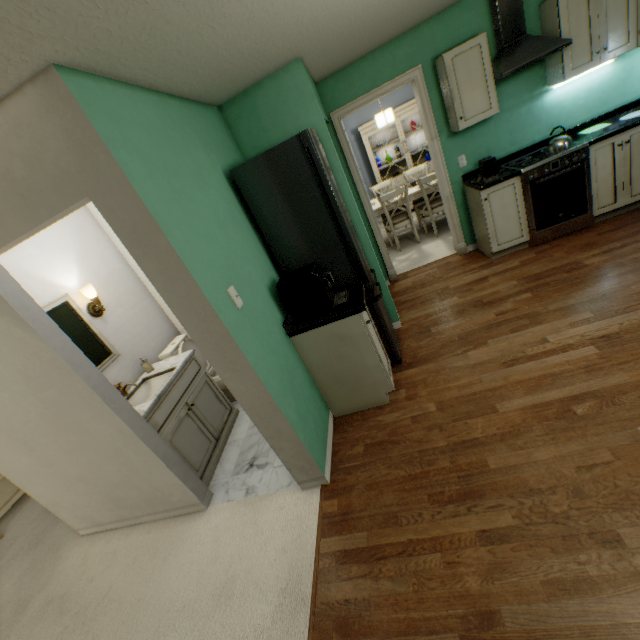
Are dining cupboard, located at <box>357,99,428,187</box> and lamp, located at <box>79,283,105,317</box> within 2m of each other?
no

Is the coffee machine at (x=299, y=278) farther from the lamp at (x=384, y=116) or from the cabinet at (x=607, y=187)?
the lamp at (x=384, y=116)

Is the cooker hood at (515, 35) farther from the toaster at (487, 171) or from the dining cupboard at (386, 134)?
the dining cupboard at (386, 134)

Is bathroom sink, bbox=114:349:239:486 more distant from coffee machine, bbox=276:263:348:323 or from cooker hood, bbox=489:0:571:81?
cooker hood, bbox=489:0:571:81

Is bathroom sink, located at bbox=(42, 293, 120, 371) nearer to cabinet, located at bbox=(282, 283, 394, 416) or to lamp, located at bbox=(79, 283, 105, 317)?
lamp, located at bbox=(79, 283, 105, 317)

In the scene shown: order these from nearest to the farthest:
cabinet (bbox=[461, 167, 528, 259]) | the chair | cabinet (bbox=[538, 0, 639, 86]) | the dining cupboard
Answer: cabinet (bbox=[538, 0, 639, 86]) < cabinet (bbox=[461, 167, 528, 259]) < the chair < the dining cupboard

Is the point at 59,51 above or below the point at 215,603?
above

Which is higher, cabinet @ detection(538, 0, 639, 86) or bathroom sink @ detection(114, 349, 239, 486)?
cabinet @ detection(538, 0, 639, 86)
